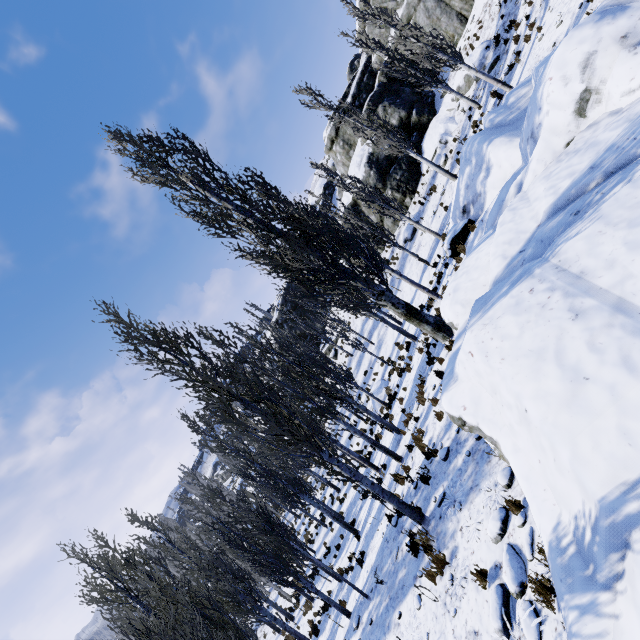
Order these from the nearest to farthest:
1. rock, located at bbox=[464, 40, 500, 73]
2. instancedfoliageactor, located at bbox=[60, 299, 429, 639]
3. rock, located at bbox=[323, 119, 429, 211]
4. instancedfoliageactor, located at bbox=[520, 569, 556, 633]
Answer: instancedfoliageactor, located at bbox=[520, 569, 556, 633]
instancedfoliageactor, located at bbox=[60, 299, 429, 639]
rock, located at bbox=[464, 40, 500, 73]
rock, located at bbox=[323, 119, 429, 211]

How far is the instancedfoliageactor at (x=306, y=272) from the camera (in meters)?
10.79

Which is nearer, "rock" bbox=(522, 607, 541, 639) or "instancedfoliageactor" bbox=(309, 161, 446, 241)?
"rock" bbox=(522, 607, 541, 639)

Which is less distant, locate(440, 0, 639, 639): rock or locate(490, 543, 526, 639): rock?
locate(440, 0, 639, 639): rock

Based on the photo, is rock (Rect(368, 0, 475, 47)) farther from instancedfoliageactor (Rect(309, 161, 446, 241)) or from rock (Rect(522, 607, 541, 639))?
rock (Rect(522, 607, 541, 639))

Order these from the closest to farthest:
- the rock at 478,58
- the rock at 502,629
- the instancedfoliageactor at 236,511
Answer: the rock at 502,629 → the instancedfoliageactor at 236,511 → the rock at 478,58

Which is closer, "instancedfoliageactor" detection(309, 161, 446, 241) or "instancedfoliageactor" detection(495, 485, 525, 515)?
"instancedfoliageactor" detection(495, 485, 525, 515)

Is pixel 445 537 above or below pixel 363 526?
above
